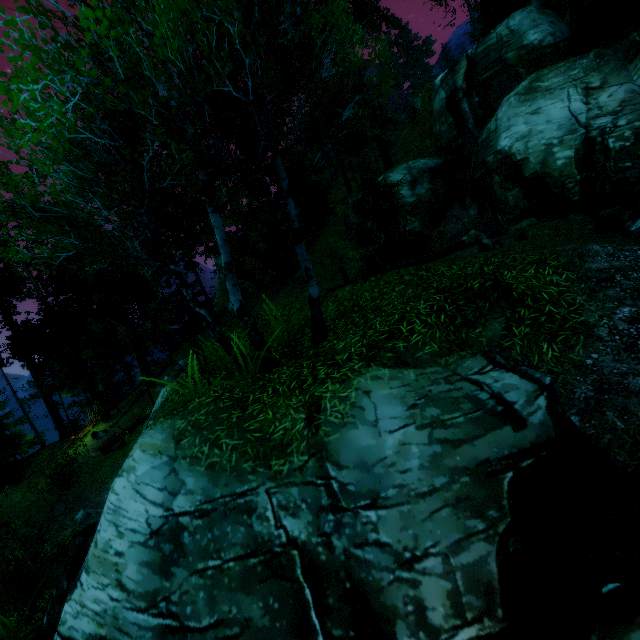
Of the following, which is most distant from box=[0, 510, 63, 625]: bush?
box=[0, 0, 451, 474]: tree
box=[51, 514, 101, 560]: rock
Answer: box=[0, 0, 451, 474]: tree

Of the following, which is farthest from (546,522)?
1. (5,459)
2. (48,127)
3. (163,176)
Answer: (5,459)

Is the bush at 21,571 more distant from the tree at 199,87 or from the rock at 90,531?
the tree at 199,87

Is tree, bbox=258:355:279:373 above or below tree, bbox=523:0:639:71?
below

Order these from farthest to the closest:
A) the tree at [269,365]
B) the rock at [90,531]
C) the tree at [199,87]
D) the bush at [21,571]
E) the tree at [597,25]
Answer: the tree at [597,25] < the rock at [90,531] < the bush at [21,571] < the tree at [269,365] < the tree at [199,87]

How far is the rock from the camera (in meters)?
11.26

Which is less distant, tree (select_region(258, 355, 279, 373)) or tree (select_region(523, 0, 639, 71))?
tree (select_region(258, 355, 279, 373))
